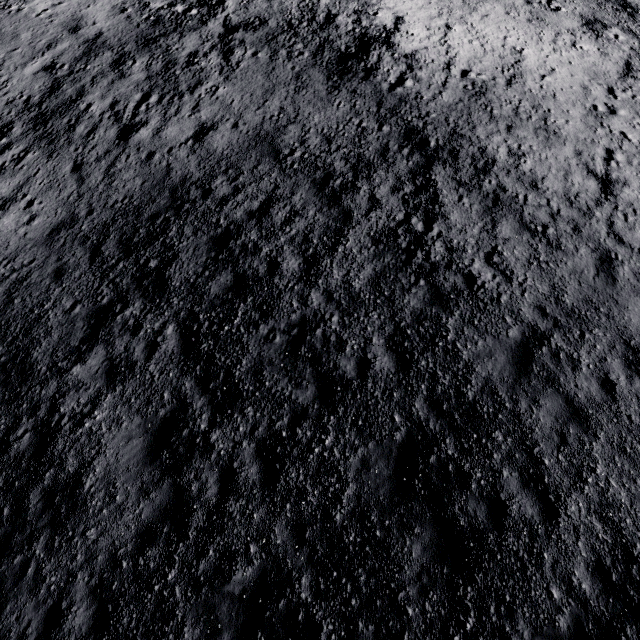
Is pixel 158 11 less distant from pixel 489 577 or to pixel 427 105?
pixel 427 105
